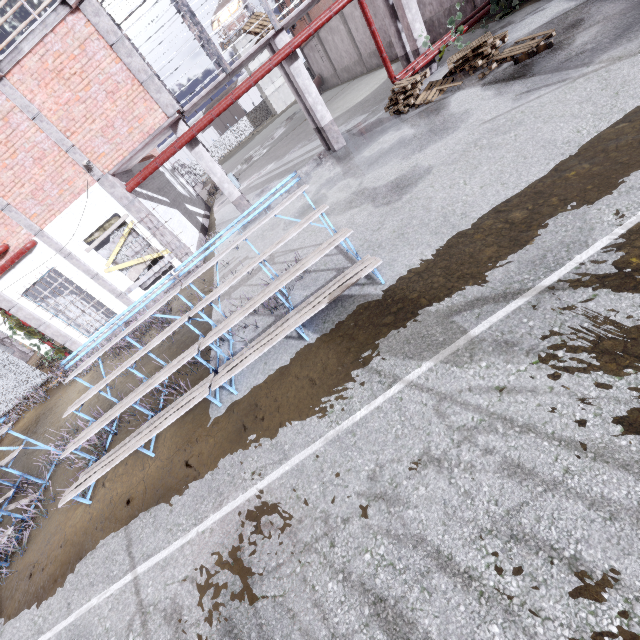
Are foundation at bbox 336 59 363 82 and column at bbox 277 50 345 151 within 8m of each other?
no

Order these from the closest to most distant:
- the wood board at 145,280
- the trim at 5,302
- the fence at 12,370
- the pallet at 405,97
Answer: the pallet at 405,97, the trim at 5,302, the wood board at 145,280, the fence at 12,370

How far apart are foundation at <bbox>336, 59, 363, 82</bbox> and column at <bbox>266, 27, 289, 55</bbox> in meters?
16.0

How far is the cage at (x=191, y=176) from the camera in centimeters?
3609cm

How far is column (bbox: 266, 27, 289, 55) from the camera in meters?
10.3 m

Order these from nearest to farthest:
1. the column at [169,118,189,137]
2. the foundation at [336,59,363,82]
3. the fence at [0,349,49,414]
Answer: the column at [169,118,189,137], the fence at [0,349,49,414], the foundation at [336,59,363,82]

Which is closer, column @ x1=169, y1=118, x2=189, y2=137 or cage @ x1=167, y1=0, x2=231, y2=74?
cage @ x1=167, y1=0, x2=231, y2=74

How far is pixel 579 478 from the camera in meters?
2.2 m
